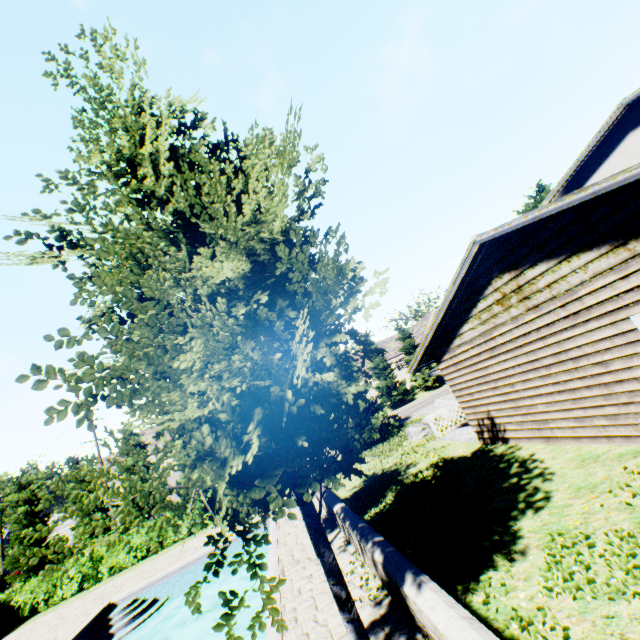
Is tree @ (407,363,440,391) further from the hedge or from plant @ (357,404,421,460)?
the hedge

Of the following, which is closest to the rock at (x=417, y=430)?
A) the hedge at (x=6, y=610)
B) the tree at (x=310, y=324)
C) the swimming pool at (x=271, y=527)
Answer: the tree at (x=310, y=324)

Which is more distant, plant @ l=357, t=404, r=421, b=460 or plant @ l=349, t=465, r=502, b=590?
plant @ l=357, t=404, r=421, b=460

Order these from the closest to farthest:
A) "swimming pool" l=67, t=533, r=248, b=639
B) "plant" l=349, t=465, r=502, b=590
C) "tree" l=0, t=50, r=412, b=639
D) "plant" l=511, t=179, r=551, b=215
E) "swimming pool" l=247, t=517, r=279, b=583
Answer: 1. "tree" l=0, t=50, r=412, b=639
2. "plant" l=349, t=465, r=502, b=590
3. "swimming pool" l=247, t=517, r=279, b=583
4. "swimming pool" l=67, t=533, r=248, b=639
5. "plant" l=511, t=179, r=551, b=215

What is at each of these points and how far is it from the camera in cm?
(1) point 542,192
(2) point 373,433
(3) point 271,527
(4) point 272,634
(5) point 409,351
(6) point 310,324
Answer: (1) plant, 3000
(2) plant, 2211
(3) swimming pool, 1370
(4) swimming pool, 612
(5) tree, 4753
(6) tree, 381

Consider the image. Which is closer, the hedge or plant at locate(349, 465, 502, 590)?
plant at locate(349, 465, 502, 590)

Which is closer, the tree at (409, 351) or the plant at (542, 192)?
the plant at (542, 192)

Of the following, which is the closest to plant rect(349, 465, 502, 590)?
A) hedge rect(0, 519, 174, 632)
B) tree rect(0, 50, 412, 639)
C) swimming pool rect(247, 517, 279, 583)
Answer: tree rect(0, 50, 412, 639)
